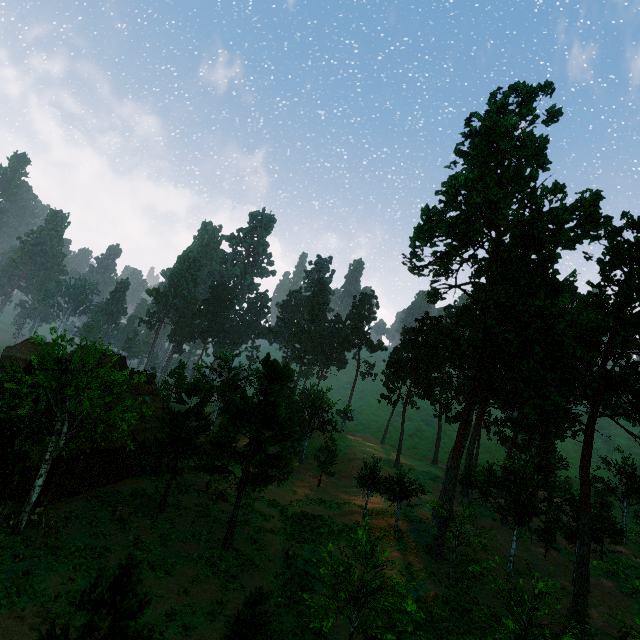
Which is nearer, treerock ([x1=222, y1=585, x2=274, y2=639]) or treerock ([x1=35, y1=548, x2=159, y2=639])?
treerock ([x1=35, y1=548, x2=159, y2=639])

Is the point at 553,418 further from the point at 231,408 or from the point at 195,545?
the point at 195,545

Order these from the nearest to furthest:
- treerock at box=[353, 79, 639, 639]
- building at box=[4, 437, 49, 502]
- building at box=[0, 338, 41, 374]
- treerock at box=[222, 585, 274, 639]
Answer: treerock at box=[222, 585, 274, 639]
building at box=[4, 437, 49, 502]
building at box=[0, 338, 41, 374]
treerock at box=[353, 79, 639, 639]

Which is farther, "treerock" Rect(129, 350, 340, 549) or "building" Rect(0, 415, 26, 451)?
"building" Rect(0, 415, 26, 451)

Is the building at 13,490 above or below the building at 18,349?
below

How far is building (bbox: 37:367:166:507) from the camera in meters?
19.5 m

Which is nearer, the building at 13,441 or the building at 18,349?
the building at 13,441

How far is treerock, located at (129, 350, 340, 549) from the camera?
18.9 meters
